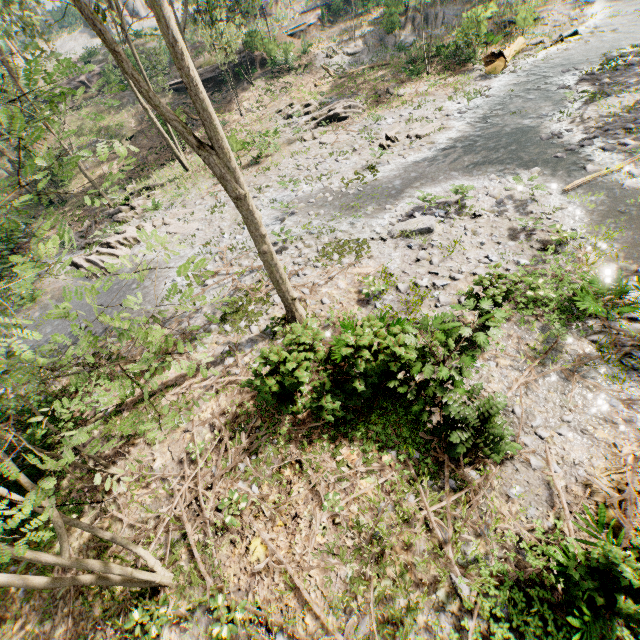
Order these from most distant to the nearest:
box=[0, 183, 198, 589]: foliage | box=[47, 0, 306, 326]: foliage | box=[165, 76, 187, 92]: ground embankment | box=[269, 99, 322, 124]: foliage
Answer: box=[165, 76, 187, 92]: ground embankment
box=[269, 99, 322, 124]: foliage
box=[47, 0, 306, 326]: foliage
box=[0, 183, 198, 589]: foliage

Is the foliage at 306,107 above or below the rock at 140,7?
below

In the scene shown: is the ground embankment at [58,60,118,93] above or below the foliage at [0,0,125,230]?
below

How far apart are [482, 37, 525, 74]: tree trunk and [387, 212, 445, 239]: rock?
14.7 meters

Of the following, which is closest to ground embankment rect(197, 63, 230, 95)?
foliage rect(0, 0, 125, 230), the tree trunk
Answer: → foliage rect(0, 0, 125, 230)

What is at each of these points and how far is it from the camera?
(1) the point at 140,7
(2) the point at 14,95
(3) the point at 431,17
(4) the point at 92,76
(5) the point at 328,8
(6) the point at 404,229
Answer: (1) rock, 49.62m
(2) foliage, 19.02m
(3) foliage, 30.53m
(4) ground embankment, 35.31m
(5) ground embankment, 38.75m
(6) rock, 11.97m

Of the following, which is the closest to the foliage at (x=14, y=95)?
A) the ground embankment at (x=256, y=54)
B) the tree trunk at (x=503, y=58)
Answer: the ground embankment at (x=256, y=54)

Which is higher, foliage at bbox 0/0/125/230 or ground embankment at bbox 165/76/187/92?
foliage at bbox 0/0/125/230
